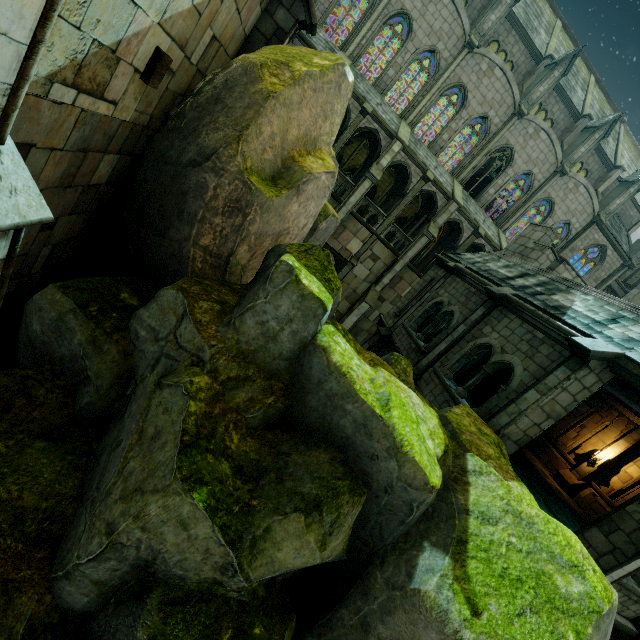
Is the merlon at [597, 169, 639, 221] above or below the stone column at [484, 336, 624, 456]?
above

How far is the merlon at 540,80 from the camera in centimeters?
2250cm

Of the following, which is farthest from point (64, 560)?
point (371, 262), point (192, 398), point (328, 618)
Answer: point (371, 262)

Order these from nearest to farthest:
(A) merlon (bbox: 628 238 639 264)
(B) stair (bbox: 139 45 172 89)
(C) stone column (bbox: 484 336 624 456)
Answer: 1. (B) stair (bbox: 139 45 172 89)
2. (C) stone column (bbox: 484 336 624 456)
3. (A) merlon (bbox: 628 238 639 264)

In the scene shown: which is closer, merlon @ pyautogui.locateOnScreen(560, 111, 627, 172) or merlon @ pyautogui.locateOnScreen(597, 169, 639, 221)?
merlon @ pyautogui.locateOnScreen(560, 111, 627, 172)

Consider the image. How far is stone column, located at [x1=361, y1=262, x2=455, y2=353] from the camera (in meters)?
14.63

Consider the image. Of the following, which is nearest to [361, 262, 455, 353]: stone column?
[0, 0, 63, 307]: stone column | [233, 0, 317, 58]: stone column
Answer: [233, 0, 317, 58]: stone column

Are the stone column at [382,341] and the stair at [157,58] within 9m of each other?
no
